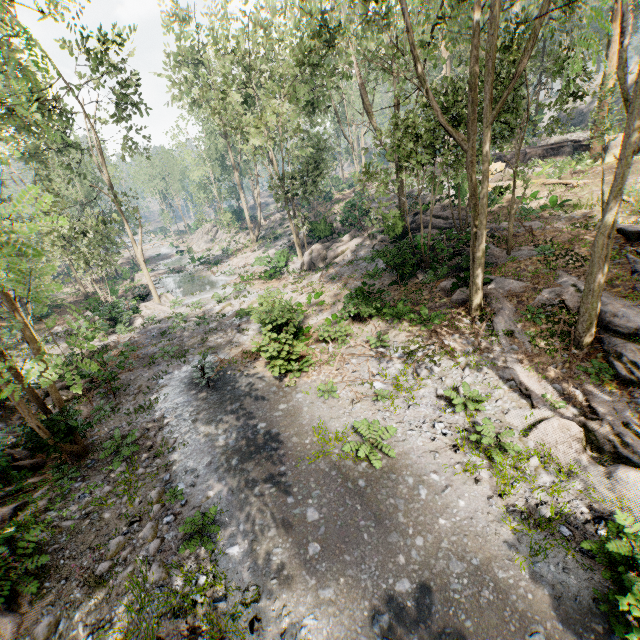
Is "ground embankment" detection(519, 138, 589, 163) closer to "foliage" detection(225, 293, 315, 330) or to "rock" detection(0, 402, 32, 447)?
"foliage" detection(225, 293, 315, 330)

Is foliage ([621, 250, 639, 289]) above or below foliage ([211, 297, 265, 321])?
above

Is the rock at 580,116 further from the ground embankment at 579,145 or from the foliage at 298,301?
the ground embankment at 579,145

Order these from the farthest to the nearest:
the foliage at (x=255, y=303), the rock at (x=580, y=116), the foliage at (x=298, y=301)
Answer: the rock at (x=580, y=116)
the foliage at (x=255, y=303)
the foliage at (x=298, y=301)

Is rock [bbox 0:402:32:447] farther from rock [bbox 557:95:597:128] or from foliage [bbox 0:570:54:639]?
rock [bbox 557:95:597:128]

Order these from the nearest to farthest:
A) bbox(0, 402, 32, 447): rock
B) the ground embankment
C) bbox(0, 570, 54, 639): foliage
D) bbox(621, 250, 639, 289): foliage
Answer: bbox(0, 570, 54, 639): foliage < bbox(0, 402, 32, 447): rock < bbox(621, 250, 639, 289): foliage < the ground embankment

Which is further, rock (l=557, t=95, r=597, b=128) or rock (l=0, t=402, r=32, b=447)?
rock (l=557, t=95, r=597, b=128)

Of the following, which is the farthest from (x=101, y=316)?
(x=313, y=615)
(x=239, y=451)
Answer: (x=313, y=615)
